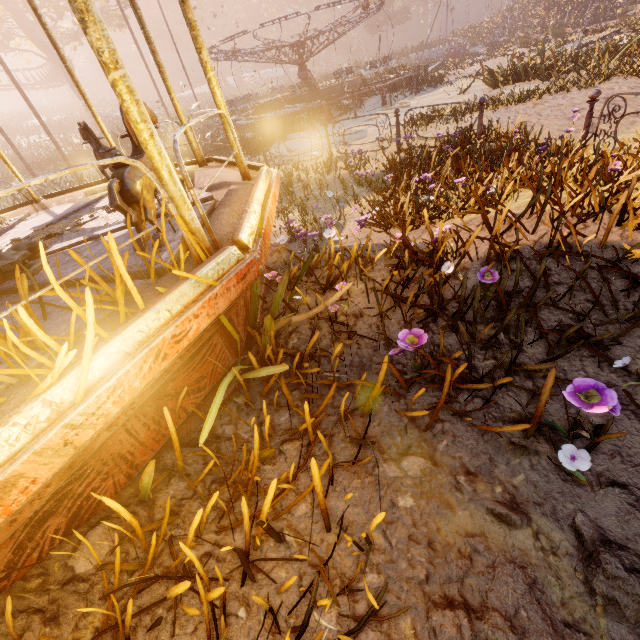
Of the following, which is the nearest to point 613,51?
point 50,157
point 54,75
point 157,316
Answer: point 157,316

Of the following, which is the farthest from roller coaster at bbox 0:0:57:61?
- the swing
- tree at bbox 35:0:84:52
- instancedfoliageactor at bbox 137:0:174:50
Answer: the swing

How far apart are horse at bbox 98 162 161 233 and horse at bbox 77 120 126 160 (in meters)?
2.20

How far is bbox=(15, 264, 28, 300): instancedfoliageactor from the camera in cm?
163

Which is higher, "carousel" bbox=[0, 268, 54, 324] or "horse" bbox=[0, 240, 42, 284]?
"horse" bbox=[0, 240, 42, 284]

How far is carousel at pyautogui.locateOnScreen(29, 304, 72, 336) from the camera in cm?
189

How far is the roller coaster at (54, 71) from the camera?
33.6 meters

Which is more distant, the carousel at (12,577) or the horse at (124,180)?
the horse at (124,180)
